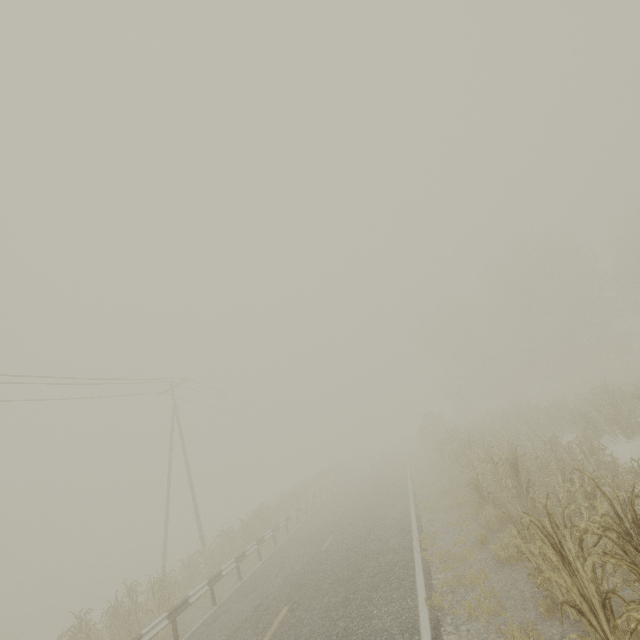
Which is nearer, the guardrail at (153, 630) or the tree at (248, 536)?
the guardrail at (153, 630)

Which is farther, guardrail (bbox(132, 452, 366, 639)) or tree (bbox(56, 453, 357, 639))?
tree (bbox(56, 453, 357, 639))

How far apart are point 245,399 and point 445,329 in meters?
33.1
